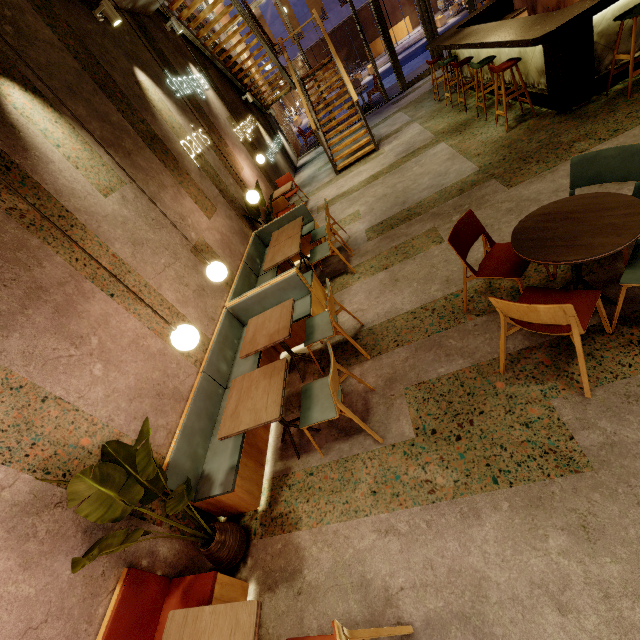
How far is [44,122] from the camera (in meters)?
3.08

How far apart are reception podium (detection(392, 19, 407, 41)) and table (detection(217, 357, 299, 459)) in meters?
34.9

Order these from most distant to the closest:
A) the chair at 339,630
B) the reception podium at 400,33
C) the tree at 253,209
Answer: the reception podium at 400,33 < the tree at 253,209 < the chair at 339,630

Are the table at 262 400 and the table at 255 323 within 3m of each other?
yes

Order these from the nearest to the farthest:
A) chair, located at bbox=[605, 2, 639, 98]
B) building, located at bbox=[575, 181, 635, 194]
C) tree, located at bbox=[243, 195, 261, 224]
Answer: building, located at bbox=[575, 181, 635, 194] → chair, located at bbox=[605, 2, 639, 98] → tree, located at bbox=[243, 195, 261, 224]

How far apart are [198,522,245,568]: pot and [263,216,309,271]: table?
3.19m

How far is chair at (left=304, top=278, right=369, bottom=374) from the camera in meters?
3.2 m

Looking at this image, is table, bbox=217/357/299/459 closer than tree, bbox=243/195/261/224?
Yes
